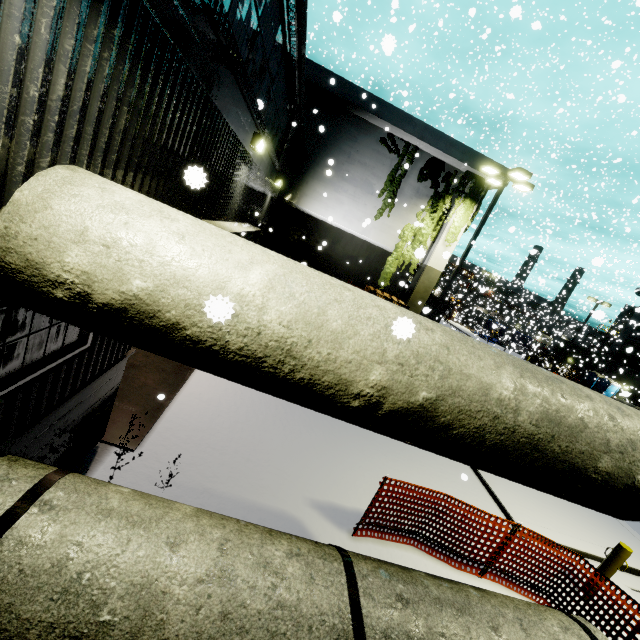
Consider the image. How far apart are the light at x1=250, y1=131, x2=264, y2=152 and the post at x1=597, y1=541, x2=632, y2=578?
10.3m

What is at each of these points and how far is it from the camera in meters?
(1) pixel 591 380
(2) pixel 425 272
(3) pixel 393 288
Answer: (1) portable restroom, 39.2 m
(2) building, 17.4 m
(3) building, 21.7 m

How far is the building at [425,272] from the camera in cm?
1691

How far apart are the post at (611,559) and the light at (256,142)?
10.3 meters

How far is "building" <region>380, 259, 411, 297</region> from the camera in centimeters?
2127cm

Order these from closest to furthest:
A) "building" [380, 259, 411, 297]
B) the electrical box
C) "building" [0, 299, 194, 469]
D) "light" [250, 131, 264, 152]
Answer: "building" [0, 299, 194, 469] < "light" [250, 131, 264, 152] < the electrical box < "building" [380, 259, 411, 297]

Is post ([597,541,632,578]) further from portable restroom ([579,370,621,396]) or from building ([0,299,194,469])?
portable restroom ([579,370,621,396])

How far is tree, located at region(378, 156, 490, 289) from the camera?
16.3m
